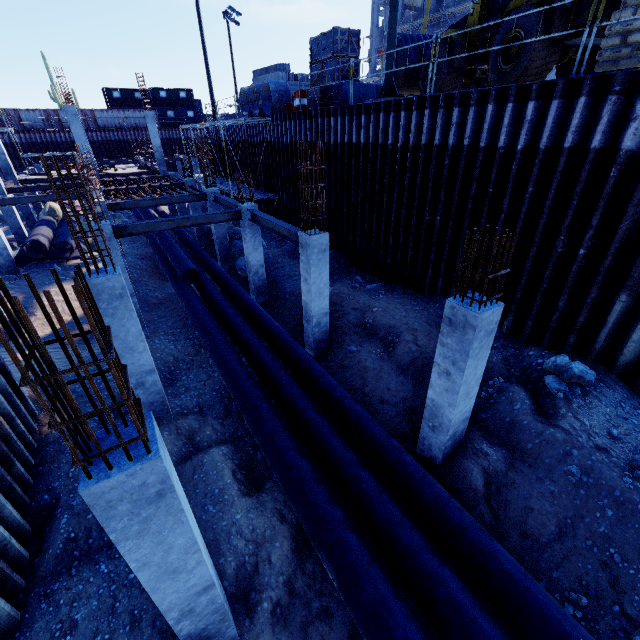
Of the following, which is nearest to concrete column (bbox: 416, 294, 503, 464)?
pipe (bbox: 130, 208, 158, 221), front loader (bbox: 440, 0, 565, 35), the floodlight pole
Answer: pipe (bbox: 130, 208, 158, 221)

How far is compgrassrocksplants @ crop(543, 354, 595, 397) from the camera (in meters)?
6.90

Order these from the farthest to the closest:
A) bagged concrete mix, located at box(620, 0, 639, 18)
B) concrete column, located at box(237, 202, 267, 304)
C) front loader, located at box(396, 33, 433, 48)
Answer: front loader, located at box(396, 33, 433, 48)
concrete column, located at box(237, 202, 267, 304)
bagged concrete mix, located at box(620, 0, 639, 18)

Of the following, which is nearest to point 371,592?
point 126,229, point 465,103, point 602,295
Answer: point 602,295

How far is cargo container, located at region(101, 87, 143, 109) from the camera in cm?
4598

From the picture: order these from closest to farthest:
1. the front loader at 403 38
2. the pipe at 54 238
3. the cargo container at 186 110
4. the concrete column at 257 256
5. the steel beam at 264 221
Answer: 1. the steel beam at 264 221
2. the concrete column at 257 256
3. the front loader at 403 38
4. the pipe at 54 238
5. the cargo container at 186 110

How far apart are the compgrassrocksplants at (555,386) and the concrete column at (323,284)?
5.6 meters

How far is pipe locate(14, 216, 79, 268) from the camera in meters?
16.8
